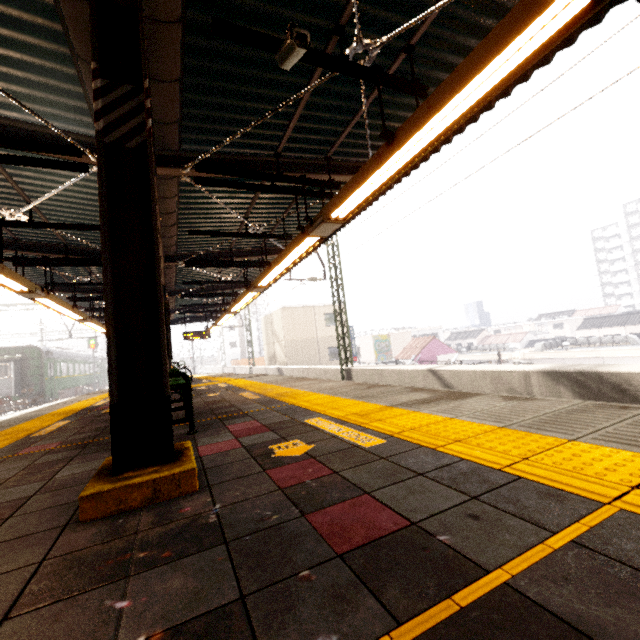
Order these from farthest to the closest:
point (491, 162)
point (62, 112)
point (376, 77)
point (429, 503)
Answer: point (491, 162), point (62, 112), point (376, 77), point (429, 503)

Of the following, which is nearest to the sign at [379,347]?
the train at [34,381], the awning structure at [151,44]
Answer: the awning structure at [151,44]

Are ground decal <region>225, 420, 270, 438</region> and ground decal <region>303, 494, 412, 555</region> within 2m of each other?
yes

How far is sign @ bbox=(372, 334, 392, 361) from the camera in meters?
38.3

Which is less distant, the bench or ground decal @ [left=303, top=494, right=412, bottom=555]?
ground decal @ [left=303, top=494, right=412, bottom=555]

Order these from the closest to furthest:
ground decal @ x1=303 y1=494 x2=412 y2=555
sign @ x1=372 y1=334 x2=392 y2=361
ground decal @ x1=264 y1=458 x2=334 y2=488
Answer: ground decal @ x1=303 y1=494 x2=412 y2=555 < ground decal @ x1=264 y1=458 x2=334 y2=488 < sign @ x1=372 y1=334 x2=392 y2=361

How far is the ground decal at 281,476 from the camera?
2.0 meters

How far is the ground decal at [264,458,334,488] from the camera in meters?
2.0 m
